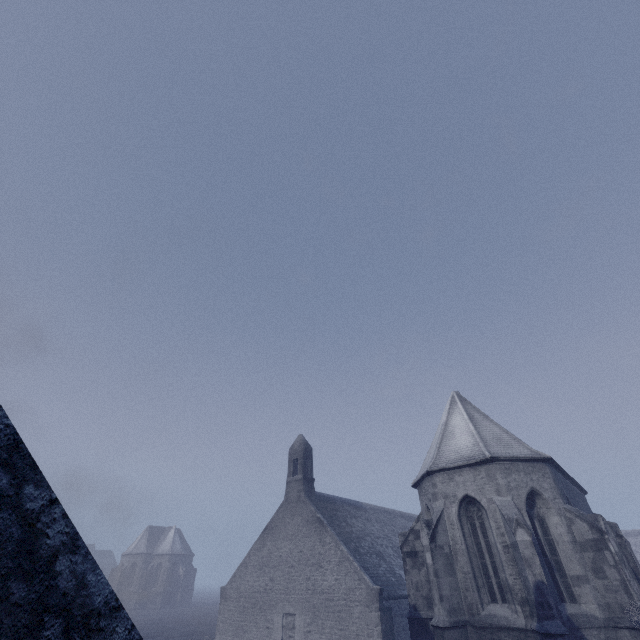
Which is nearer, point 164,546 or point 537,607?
point 537,607
